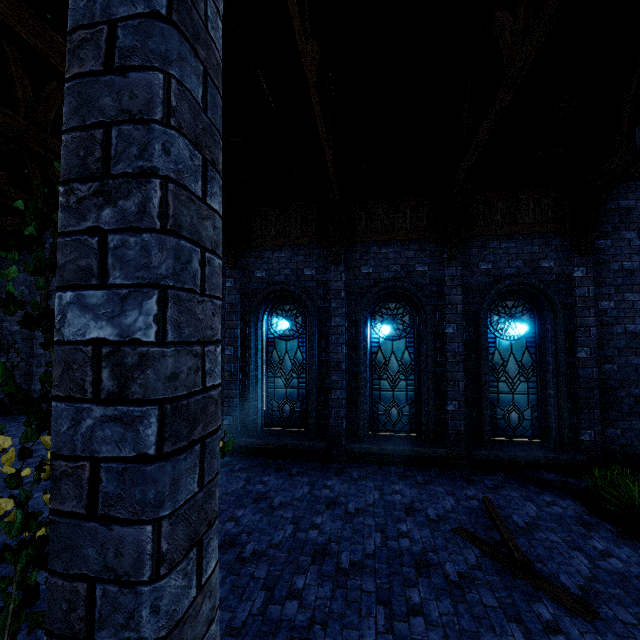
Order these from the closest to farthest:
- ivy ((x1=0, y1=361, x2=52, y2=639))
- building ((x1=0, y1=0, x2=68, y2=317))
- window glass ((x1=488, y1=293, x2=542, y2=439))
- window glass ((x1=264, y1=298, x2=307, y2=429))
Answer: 1. ivy ((x1=0, y1=361, x2=52, y2=639))
2. building ((x1=0, y1=0, x2=68, y2=317))
3. window glass ((x1=488, y1=293, x2=542, y2=439))
4. window glass ((x1=264, y1=298, x2=307, y2=429))

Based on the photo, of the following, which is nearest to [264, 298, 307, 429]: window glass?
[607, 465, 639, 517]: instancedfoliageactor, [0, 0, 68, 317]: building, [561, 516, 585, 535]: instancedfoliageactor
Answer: [0, 0, 68, 317]: building

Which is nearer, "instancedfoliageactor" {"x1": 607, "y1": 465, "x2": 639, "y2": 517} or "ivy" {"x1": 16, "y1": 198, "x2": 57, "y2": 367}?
"ivy" {"x1": 16, "y1": 198, "x2": 57, "y2": 367}

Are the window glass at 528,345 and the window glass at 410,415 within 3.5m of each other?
yes

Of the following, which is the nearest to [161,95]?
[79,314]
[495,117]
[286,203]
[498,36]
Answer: [79,314]

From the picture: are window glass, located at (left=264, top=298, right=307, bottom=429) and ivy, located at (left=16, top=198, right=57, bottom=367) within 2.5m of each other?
no

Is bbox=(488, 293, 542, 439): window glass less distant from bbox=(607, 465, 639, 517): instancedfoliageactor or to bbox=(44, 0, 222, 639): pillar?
bbox=(607, 465, 639, 517): instancedfoliageactor

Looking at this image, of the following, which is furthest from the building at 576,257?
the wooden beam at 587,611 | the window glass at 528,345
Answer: the wooden beam at 587,611
